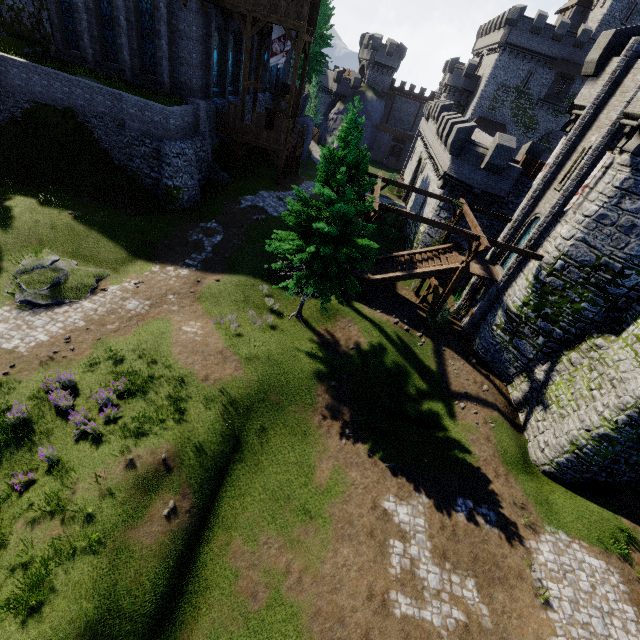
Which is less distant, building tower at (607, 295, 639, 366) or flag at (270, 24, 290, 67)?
building tower at (607, 295, 639, 366)

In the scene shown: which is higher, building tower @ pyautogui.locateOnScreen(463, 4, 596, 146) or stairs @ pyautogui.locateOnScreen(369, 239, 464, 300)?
building tower @ pyautogui.locateOnScreen(463, 4, 596, 146)

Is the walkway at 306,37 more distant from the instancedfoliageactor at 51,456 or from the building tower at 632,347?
the instancedfoliageactor at 51,456

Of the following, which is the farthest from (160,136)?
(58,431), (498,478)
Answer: (498,478)

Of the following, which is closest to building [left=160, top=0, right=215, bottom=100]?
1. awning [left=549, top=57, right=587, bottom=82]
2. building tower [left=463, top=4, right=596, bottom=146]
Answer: building tower [left=463, top=4, right=596, bottom=146]

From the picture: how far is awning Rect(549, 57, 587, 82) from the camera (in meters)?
43.28

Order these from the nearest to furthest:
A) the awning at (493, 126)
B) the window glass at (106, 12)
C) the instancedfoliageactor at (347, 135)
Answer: the instancedfoliageactor at (347, 135)
the window glass at (106, 12)
the awning at (493, 126)

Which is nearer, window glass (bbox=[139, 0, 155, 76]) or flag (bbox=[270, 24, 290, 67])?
window glass (bbox=[139, 0, 155, 76])
